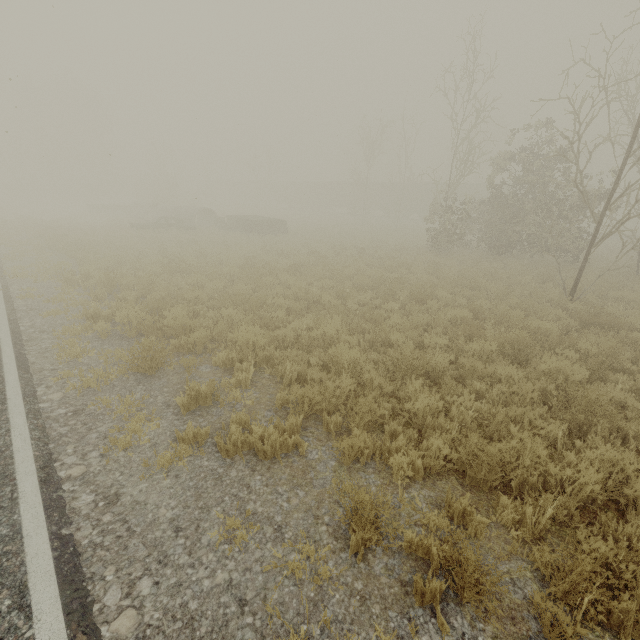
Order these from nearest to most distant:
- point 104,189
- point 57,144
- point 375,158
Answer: point 375,158
point 57,144
point 104,189

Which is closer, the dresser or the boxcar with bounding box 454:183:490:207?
the dresser

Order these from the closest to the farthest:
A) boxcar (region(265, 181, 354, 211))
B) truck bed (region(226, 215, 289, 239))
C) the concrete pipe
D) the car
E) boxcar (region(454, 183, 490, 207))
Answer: the car, truck bed (region(226, 215, 289, 239)), the concrete pipe, boxcar (region(454, 183, 490, 207)), boxcar (region(265, 181, 354, 211))

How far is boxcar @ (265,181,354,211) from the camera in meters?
50.8 m

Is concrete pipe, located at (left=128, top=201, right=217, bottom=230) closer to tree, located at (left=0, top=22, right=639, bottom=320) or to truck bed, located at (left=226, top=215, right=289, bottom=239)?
truck bed, located at (left=226, top=215, right=289, bottom=239)

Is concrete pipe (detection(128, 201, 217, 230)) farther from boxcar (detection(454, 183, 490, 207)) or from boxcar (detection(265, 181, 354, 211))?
boxcar (detection(265, 181, 354, 211))

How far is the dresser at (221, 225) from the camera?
24.8 meters

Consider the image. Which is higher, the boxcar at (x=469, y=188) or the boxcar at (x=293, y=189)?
the boxcar at (x=469, y=188)
